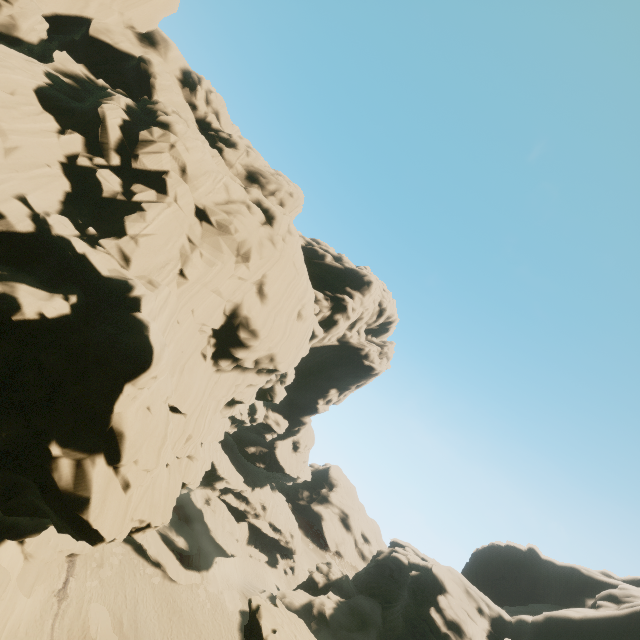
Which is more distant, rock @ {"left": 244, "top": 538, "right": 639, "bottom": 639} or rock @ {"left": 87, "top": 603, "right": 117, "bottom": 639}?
rock @ {"left": 244, "top": 538, "right": 639, "bottom": 639}

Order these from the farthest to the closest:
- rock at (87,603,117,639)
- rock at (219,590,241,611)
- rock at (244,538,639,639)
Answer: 1. rock at (219,590,241,611)
2. rock at (244,538,639,639)
3. rock at (87,603,117,639)

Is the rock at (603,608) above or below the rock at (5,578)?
above

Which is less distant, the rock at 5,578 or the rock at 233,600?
the rock at 5,578

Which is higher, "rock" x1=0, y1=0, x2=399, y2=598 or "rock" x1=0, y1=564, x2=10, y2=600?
→ "rock" x1=0, y1=0, x2=399, y2=598

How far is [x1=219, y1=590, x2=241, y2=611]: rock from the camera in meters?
36.3

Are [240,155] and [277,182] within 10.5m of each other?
yes
